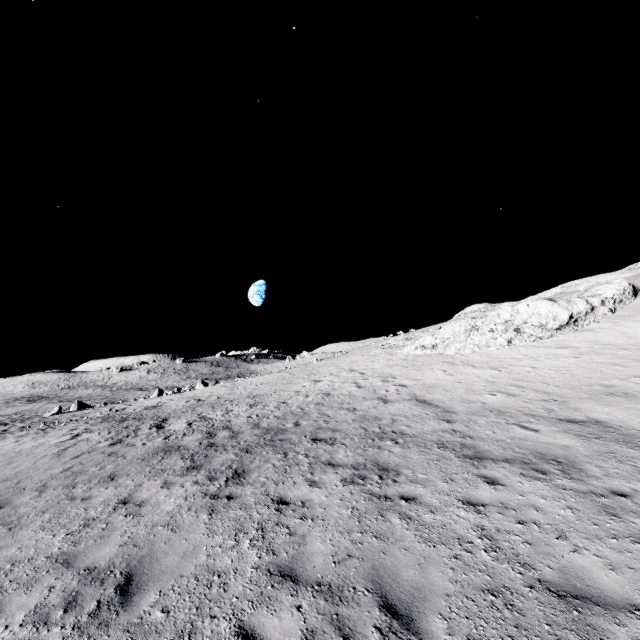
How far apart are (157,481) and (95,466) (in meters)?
3.78
